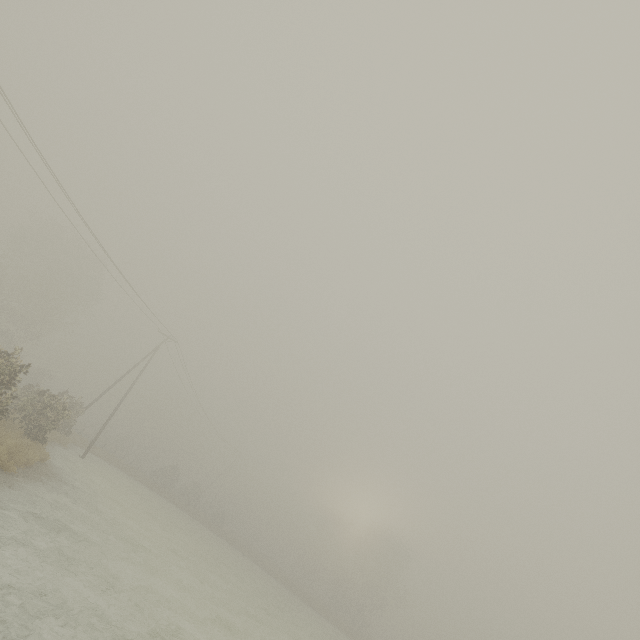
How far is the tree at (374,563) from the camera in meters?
47.2 m

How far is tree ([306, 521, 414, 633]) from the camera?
47.2m

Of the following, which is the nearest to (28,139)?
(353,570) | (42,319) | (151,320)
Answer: (151,320)
